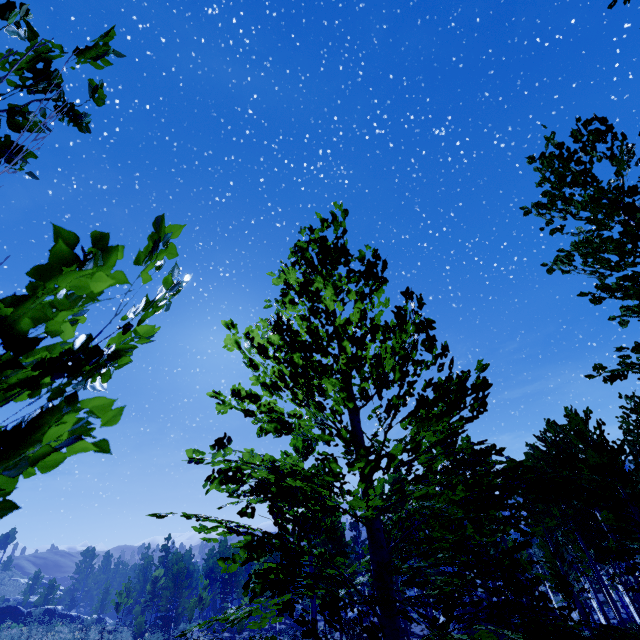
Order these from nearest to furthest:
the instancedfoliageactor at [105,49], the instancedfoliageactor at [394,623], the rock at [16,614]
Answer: the instancedfoliageactor at [105,49] < the instancedfoliageactor at [394,623] < the rock at [16,614]

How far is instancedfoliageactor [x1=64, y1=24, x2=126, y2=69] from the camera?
1.5m

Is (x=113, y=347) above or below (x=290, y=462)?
below

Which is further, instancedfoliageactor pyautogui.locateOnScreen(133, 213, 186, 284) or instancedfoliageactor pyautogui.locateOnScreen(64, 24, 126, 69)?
instancedfoliageactor pyautogui.locateOnScreen(64, 24, 126, 69)

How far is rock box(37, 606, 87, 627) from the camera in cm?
3965

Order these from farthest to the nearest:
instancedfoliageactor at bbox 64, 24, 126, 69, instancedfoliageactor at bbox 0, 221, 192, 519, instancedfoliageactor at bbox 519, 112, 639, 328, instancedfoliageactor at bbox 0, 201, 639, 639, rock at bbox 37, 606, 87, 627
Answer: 1. rock at bbox 37, 606, 87, 627
2. instancedfoliageactor at bbox 519, 112, 639, 328
3. instancedfoliageactor at bbox 0, 201, 639, 639
4. instancedfoliageactor at bbox 64, 24, 126, 69
5. instancedfoliageactor at bbox 0, 221, 192, 519

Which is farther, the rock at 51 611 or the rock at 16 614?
the rock at 51 611

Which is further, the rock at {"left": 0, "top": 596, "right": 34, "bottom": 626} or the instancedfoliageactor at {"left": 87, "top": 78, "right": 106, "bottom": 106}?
the rock at {"left": 0, "top": 596, "right": 34, "bottom": 626}
